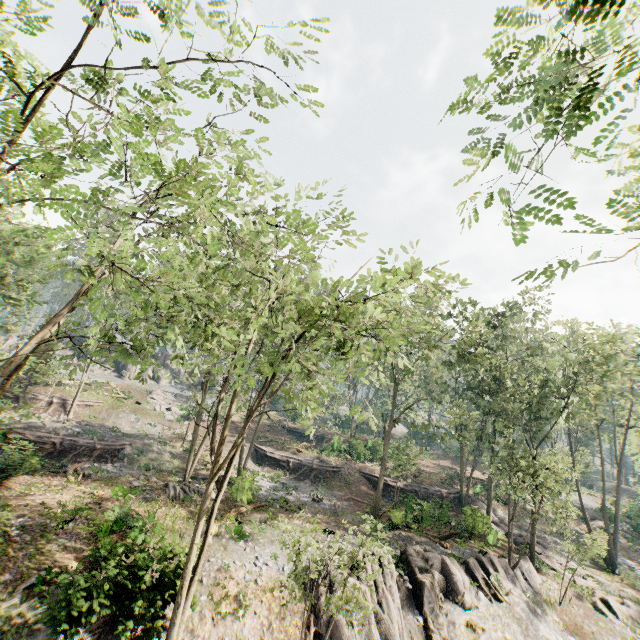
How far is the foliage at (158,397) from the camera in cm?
4156

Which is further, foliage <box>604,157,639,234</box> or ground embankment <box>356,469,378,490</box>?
ground embankment <box>356,469,378,490</box>

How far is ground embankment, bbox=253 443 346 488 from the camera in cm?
3512

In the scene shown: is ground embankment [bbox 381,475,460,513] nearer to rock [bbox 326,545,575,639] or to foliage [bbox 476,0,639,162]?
foliage [bbox 476,0,639,162]

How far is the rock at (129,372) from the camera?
51.03m

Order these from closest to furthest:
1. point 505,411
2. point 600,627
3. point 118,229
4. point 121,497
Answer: point 118,229 < point 121,497 < point 600,627 < point 505,411

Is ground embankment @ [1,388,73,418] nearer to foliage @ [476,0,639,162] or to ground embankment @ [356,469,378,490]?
foliage @ [476,0,639,162]

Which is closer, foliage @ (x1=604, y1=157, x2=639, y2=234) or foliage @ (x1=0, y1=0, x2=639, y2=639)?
foliage @ (x1=604, y1=157, x2=639, y2=234)
